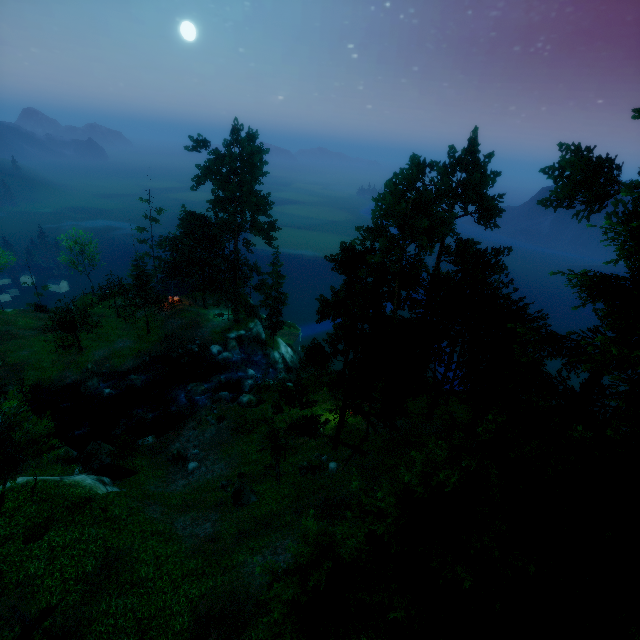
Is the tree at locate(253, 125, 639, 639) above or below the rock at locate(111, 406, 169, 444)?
above

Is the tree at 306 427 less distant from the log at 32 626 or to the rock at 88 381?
the log at 32 626

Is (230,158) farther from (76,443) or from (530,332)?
(530,332)

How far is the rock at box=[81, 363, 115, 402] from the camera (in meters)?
35.28

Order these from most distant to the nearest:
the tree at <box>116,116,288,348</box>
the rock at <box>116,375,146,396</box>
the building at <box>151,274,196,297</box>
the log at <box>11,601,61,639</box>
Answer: the building at <box>151,274,196,297</box>, the tree at <box>116,116,288,348</box>, the rock at <box>116,375,146,396</box>, the log at <box>11,601,61,639</box>

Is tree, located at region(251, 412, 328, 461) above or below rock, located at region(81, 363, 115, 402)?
above

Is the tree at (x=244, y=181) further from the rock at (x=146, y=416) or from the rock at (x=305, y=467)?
the rock at (x=146, y=416)

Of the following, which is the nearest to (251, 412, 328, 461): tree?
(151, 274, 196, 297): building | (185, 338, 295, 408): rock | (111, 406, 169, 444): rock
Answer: (151, 274, 196, 297): building
